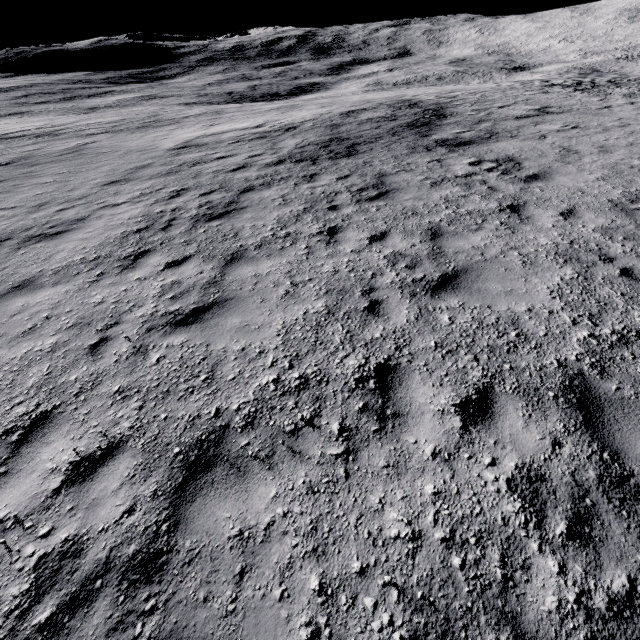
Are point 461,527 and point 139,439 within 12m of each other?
yes
